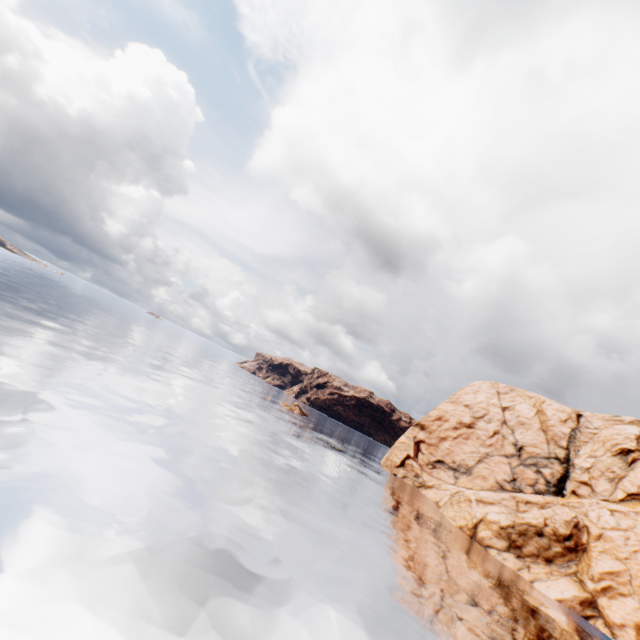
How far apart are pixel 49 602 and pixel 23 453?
8.2 meters
